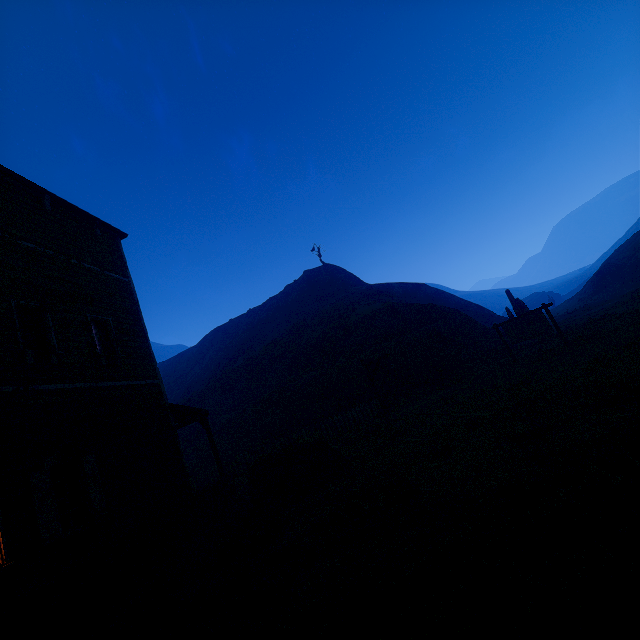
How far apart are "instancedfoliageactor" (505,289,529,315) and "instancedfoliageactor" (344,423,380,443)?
15.6m

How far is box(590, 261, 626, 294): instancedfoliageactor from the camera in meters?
36.9

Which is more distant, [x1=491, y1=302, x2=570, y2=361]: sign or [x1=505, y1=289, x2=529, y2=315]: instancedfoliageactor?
[x1=505, y1=289, x2=529, y2=315]: instancedfoliageactor

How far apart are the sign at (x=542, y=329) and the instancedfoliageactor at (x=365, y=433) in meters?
8.5

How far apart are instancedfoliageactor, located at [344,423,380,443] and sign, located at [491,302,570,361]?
8.5 meters

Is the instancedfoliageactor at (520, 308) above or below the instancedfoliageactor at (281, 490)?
above

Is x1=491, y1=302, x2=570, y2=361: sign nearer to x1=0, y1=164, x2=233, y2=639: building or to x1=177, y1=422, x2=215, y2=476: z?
x1=177, y1=422, x2=215, y2=476: z

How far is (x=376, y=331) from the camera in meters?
24.4
